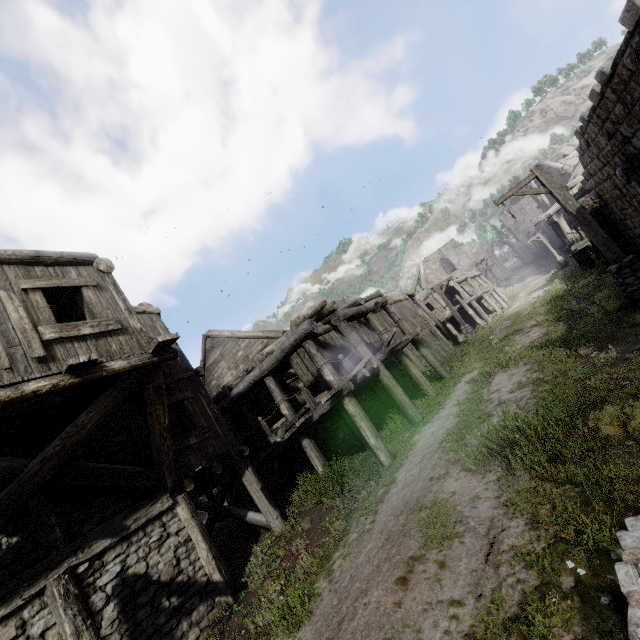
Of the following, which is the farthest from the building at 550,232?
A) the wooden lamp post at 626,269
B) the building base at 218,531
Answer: the wooden lamp post at 626,269

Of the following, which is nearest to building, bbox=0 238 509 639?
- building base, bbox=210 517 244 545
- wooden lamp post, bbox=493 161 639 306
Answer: building base, bbox=210 517 244 545

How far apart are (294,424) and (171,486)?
4.1m

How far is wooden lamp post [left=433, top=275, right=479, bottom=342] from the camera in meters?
22.6 m

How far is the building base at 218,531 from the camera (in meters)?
12.61

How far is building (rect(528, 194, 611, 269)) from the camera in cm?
1783

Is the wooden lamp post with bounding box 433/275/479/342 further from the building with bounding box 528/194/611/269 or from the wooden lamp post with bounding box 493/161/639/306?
the wooden lamp post with bounding box 493/161/639/306

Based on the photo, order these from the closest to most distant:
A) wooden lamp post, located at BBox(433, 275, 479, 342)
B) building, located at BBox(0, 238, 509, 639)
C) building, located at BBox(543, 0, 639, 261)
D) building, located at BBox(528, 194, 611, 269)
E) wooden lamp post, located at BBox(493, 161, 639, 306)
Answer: building, located at BBox(0, 238, 509, 639) → building, located at BBox(543, 0, 639, 261) → wooden lamp post, located at BBox(493, 161, 639, 306) → building, located at BBox(528, 194, 611, 269) → wooden lamp post, located at BBox(433, 275, 479, 342)
